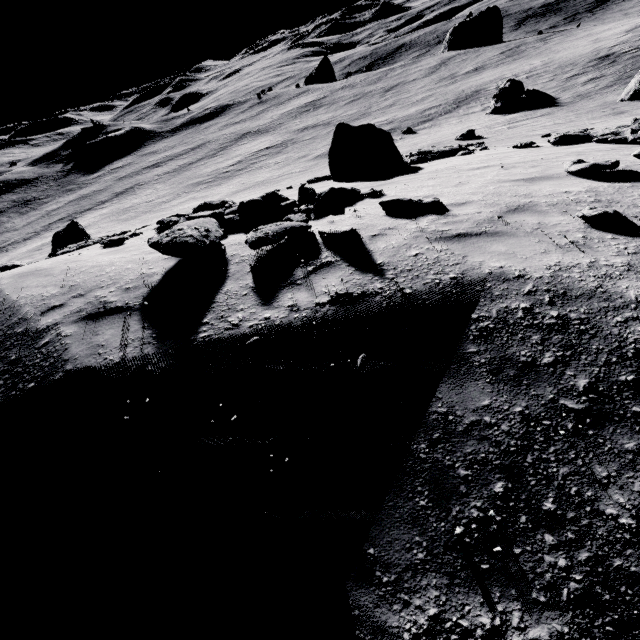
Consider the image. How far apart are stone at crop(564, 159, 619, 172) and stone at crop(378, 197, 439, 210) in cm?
356

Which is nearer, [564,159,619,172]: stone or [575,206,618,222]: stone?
[575,206,618,222]: stone

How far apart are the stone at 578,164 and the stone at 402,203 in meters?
3.6

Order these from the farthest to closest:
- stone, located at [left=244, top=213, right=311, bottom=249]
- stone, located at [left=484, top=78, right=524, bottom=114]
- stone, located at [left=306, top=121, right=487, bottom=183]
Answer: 1. stone, located at [left=484, top=78, right=524, bottom=114]
2. stone, located at [left=306, top=121, right=487, bottom=183]
3. stone, located at [left=244, top=213, right=311, bottom=249]

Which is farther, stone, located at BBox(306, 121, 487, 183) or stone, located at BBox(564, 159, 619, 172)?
stone, located at BBox(306, 121, 487, 183)

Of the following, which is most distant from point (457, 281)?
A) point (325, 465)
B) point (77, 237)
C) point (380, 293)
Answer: point (77, 237)

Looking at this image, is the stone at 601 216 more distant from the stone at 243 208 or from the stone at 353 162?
the stone at 353 162

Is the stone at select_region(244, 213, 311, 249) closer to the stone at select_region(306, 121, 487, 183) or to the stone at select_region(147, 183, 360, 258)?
the stone at select_region(147, 183, 360, 258)
